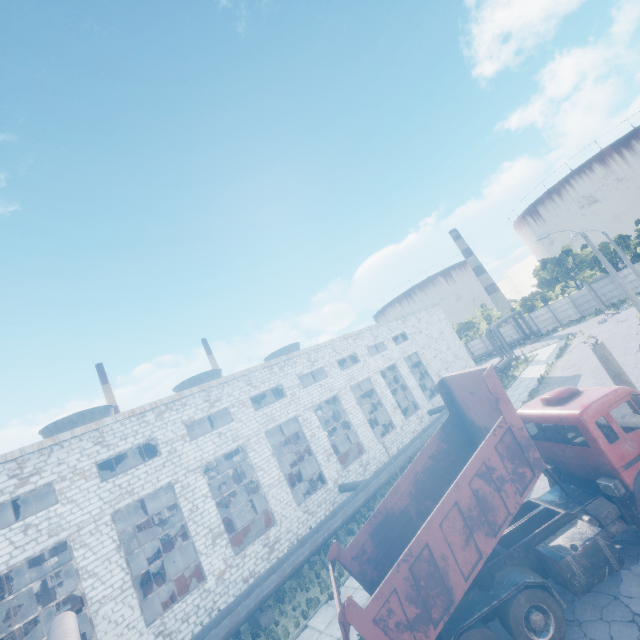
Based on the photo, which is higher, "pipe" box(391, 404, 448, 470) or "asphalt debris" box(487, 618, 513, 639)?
"pipe" box(391, 404, 448, 470)

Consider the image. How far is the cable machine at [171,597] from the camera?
16.6 meters

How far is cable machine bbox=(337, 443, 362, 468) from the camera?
27.2m

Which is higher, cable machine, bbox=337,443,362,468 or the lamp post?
the lamp post

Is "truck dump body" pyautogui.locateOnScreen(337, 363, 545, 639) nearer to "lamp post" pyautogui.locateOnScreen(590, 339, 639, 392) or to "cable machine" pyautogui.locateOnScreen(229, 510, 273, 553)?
"lamp post" pyautogui.locateOnScreen(590, 339, 639, 392)

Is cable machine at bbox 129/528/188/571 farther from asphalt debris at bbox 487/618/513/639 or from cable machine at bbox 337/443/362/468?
asphalt debris at bbox 487/618/513/639

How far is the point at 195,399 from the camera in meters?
20.0 m

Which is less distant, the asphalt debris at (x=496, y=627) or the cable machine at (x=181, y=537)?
the asphalt debris at (x=496, y=627)
